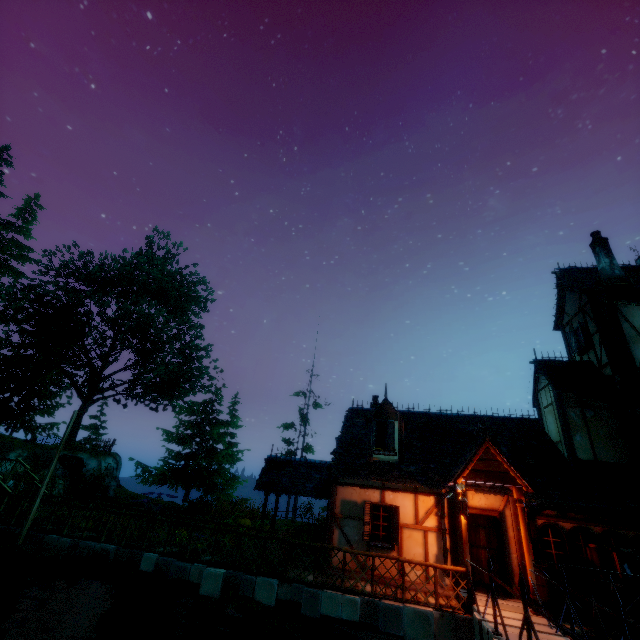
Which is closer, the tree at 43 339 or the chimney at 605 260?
the chimney at 605 260

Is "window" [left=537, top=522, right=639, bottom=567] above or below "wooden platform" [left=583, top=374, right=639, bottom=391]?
below

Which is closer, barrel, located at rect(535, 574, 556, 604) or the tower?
barrel, located at rect(535, 574, 556, 604)

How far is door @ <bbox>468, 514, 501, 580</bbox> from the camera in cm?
1008

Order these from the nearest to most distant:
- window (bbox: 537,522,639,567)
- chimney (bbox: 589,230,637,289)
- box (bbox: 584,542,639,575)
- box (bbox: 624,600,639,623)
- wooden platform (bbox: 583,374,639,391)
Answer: box (bbox: 624,600,639,623) → box (bbox: 584,542,639,575) → window (bbox: 537,522,639,567) → wooden platform (bbox: 583,374,639,391) → chimney (bbox: 589,230,637,289)

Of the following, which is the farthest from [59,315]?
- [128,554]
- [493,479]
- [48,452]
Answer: [493,479]

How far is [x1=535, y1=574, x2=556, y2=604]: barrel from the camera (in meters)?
8.79

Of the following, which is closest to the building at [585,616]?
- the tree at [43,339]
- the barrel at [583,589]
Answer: the barrel at [583,589]
